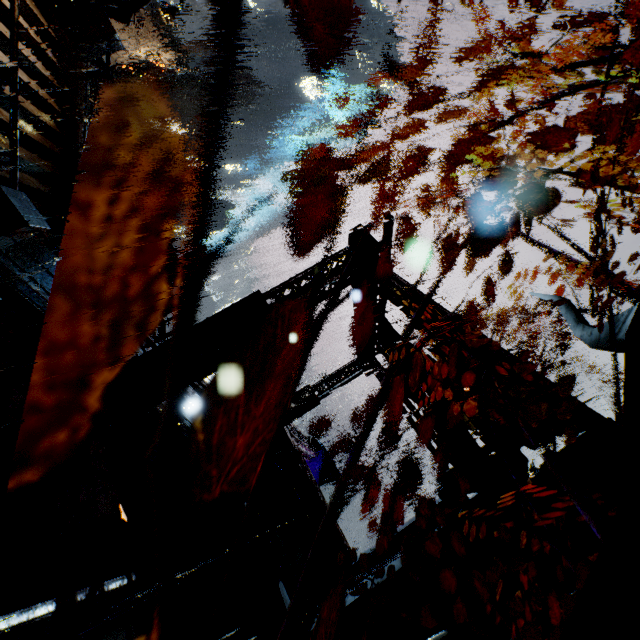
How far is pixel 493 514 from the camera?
7.52m

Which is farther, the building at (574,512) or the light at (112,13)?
the light at (112,13)

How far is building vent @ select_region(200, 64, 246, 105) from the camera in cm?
5828

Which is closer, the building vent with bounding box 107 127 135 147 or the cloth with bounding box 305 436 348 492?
the cloth with bounding box 305 436 348 492

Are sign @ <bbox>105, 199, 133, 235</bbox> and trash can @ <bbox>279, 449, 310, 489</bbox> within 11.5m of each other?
no

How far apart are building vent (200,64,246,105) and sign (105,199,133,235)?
55.6m

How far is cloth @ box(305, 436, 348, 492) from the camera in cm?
2269

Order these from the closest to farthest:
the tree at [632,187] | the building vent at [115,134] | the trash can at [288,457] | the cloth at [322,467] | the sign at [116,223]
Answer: the tree at [632,187]
the trash can at [288,457]
the sign at [116,223]
the cloth at [322,467]
the building vent at [115,134]
